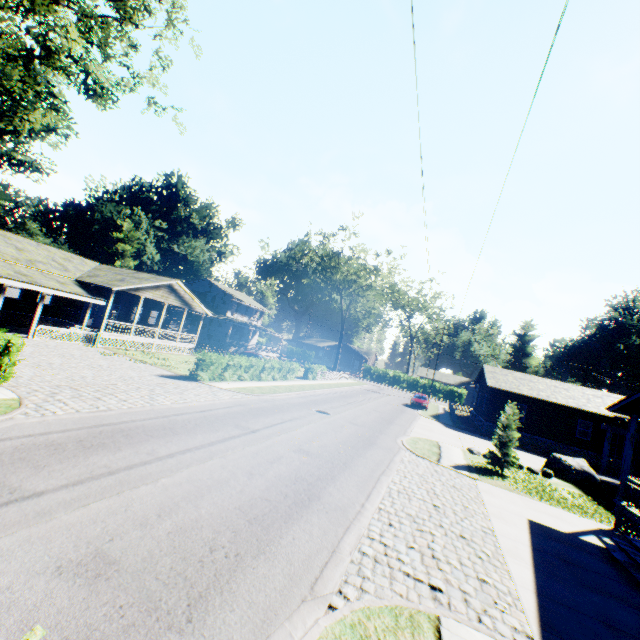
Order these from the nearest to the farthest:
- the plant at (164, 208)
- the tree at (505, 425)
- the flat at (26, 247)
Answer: the tree at (505, 425), the flat at (26, 247), the plant at (164, 208)

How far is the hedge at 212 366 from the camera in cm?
2023

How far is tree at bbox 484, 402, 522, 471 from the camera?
16.3 meters

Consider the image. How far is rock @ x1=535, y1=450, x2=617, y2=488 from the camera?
18.4 meters

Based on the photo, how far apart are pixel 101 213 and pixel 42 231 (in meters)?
9.17

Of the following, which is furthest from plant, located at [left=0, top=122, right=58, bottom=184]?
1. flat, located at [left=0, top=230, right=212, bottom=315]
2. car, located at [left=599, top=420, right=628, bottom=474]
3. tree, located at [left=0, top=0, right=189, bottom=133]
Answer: car, located at [left=599, top=420, right=628, bottom=474]

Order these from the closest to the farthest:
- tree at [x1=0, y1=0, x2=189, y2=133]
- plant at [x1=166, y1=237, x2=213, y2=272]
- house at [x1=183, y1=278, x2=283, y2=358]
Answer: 1. tree at [x1=0, y1=0, x2=189, y2=133]
2. house at [x1=183, y1=278, x2=283, y2=358]
3. plant at [x1=166, y1=237, x2=213, y2=272]

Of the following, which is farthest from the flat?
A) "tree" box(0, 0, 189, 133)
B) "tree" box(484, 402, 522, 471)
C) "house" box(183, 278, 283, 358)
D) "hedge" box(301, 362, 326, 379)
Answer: "tree" box(484, 402, 522, 471)
